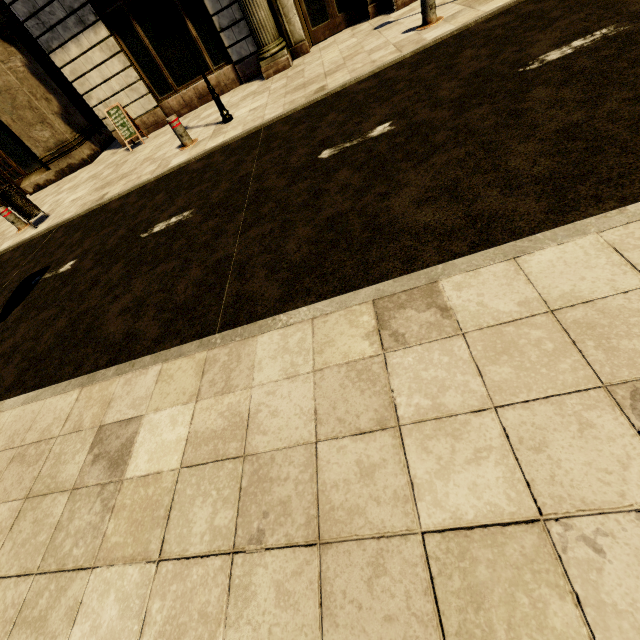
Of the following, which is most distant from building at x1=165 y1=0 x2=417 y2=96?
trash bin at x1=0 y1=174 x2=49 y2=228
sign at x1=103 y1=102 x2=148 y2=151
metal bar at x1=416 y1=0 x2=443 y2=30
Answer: trash bin at x1=0 y1=174 x2=49 y2=228

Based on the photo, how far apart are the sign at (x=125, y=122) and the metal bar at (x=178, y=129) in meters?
3.2 m

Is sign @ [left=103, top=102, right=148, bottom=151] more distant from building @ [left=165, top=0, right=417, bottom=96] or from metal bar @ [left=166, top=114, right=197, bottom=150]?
metal bar @ [left=166, top=114, right=197, bottom=150]

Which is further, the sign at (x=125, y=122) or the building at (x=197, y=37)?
the sign at (x=125, y=122)

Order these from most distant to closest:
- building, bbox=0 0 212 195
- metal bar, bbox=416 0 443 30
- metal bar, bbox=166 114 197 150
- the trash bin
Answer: building, bbox=0 0 212 195, the trash bin, metal bar, bbox=166 114 197 150, metal bar, bbox=416 0 443 30

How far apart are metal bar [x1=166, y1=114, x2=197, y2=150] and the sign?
3.20m

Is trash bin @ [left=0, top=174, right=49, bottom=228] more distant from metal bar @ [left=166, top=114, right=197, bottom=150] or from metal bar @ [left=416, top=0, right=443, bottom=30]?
metal bar @ [left=416, top=0, right=443, bottom=30]

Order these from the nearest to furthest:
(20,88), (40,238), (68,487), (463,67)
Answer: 1. (68,487)
2. (463,67)
3. (40,238)
4. (20,88)
